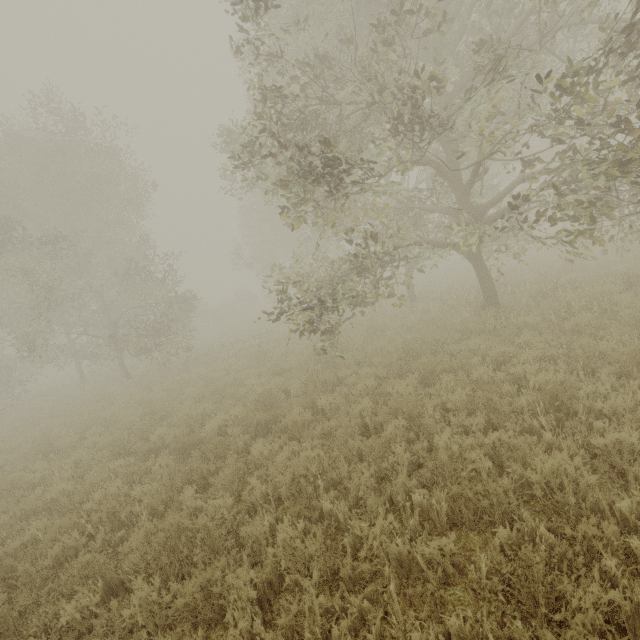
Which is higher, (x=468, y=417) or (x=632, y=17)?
(x=632, y=17)
